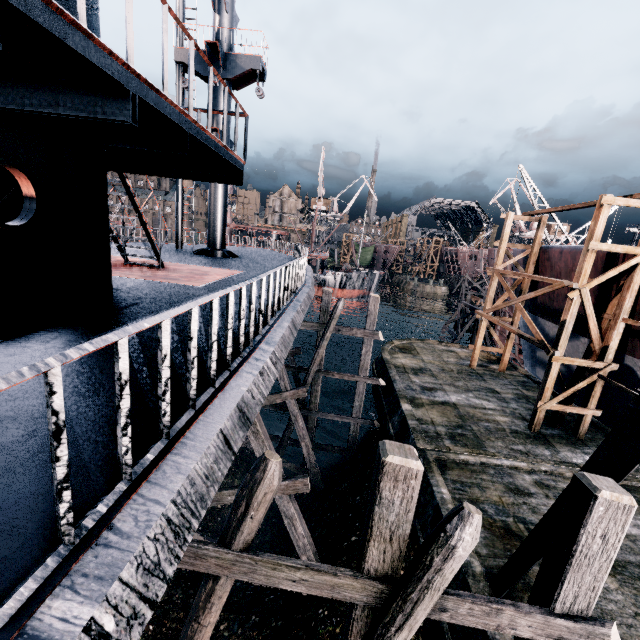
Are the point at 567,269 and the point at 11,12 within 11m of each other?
no

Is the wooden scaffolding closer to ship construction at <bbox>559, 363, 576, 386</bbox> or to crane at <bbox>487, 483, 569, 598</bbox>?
ship construction at <bbox>559, 363, 576, 386</bbox>

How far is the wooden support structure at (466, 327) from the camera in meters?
36.4

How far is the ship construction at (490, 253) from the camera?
34.00m

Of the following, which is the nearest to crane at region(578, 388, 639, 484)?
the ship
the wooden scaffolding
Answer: the wooden scaffolding

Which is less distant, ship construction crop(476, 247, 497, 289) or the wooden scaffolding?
the wooden scaffolding

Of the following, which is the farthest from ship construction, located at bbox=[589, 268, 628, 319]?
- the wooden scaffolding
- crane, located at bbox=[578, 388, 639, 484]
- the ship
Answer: the ship
